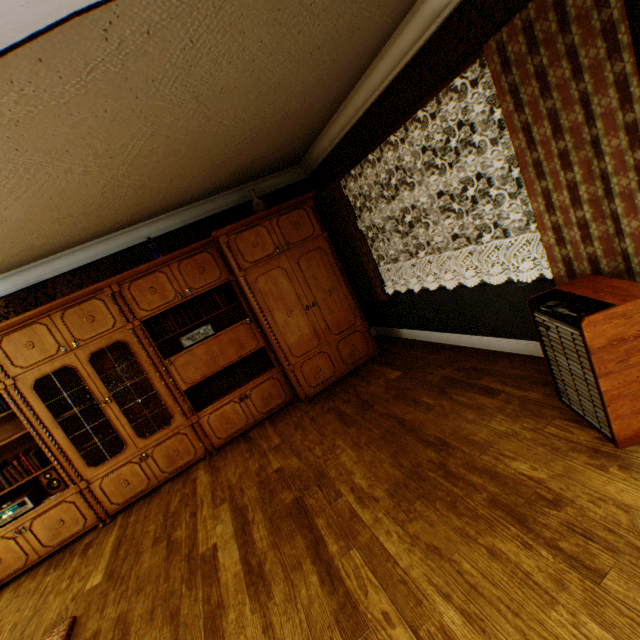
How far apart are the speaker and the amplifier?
2.0m

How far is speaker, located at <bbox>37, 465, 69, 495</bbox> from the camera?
3.73m

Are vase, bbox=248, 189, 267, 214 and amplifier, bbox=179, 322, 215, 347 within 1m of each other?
no

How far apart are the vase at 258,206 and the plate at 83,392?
3.1 meters

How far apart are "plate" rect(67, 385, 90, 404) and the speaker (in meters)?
0.75

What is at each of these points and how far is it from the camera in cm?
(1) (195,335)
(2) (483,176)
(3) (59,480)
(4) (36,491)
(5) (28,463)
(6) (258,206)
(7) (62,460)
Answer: (1) amplifier, 418
(2) fence column, 1997
(3) speaker, 378
(4) receiver, 374
(5) book row, 365
(6) vase, 439
(7) cabinet, 370

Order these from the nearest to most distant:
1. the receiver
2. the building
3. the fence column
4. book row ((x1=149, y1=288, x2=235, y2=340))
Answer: the building
the receiver
book row ((x1=149, y1=288, x2=235, y2=340))
the fence column

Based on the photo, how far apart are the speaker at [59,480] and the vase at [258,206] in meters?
4.0 m
